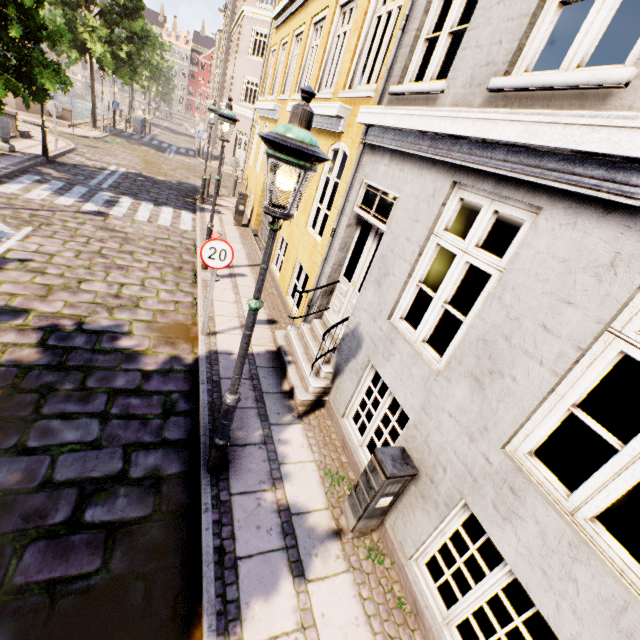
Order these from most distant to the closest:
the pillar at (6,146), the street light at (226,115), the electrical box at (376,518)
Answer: the pillar at (6,146), the street light at (226,115), the electrical box at (376,518)

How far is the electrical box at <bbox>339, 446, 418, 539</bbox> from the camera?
3.2 meters

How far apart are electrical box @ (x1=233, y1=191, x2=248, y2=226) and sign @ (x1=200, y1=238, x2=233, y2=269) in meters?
8.0 m

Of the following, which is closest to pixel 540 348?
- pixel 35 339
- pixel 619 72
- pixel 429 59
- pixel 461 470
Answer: pixel 461 470

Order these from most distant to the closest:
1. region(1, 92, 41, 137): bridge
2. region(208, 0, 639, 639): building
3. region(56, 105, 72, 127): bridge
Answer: region(56, 105, 72, 127): bridge, region(1, 92, 41, 137): bridge, region(208, 0, 639, 639): building

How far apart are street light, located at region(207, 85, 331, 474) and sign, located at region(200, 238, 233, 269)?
2.68m

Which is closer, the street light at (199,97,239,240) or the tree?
the street light at (199,97,239,240)

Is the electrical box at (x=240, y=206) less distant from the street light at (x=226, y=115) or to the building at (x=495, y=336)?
the street light at (x=226, y=115)
